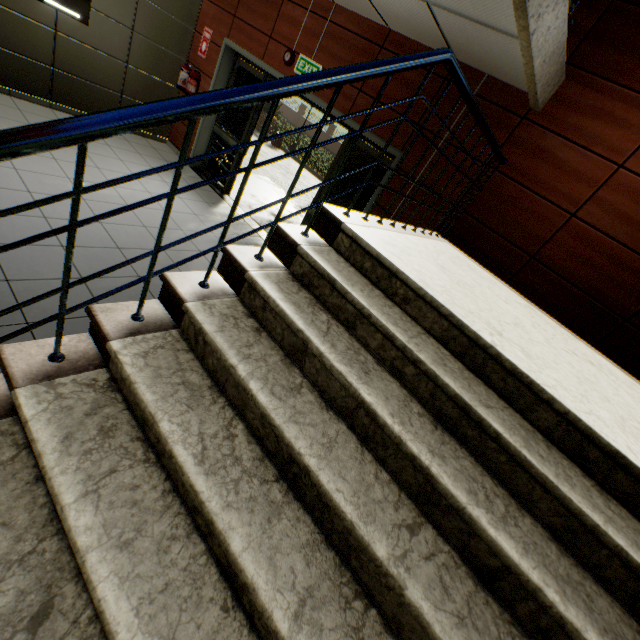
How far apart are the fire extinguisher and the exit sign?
2.32m

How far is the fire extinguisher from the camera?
5.89m

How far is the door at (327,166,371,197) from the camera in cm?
464

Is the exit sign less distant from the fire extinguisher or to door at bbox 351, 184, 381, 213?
door at bbox 351, 184, 381, 213

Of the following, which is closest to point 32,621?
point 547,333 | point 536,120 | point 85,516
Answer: point 85,516

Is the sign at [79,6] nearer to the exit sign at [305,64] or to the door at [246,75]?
the door at [246,75]

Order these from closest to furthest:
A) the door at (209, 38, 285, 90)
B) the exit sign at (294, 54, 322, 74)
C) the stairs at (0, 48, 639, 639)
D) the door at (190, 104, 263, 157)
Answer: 1. the stairs at (0, 48, 639, 639)
2. the exit sign at (294, 54, 322, 74)
3. the door at (209, 38, 285, 90)
4. the door at (190, 104, 263, 157)

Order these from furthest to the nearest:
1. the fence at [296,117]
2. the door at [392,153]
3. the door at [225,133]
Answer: the fence at [296,117]
the door at [225,133]
the door at [392,153]
